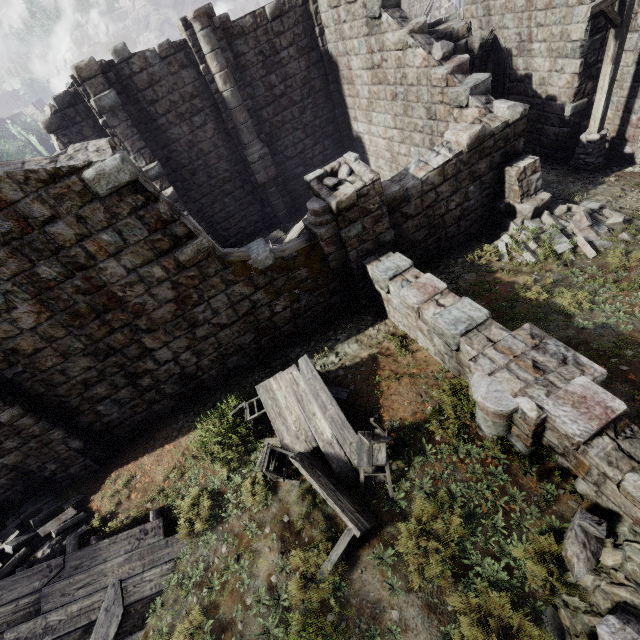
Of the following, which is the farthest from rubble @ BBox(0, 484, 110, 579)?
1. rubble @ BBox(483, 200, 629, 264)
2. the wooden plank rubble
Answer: rubble @ BBox(483, 200, 629, 264)

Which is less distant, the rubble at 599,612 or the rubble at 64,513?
the rubble at 599,612

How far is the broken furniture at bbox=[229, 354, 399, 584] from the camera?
5.32m

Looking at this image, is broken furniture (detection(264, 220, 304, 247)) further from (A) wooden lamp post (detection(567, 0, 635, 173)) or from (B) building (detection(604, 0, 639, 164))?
(A) wooden lamp post (detection(567, 0, 635, 173))

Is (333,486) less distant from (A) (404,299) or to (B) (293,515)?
(B) (293,515)

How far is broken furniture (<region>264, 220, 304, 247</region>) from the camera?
13.54m

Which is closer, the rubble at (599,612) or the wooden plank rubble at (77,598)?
the rubble at (599,612)

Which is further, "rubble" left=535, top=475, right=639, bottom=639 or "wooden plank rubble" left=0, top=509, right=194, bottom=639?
"wooden plank rubble" left=0, top=509, right=194, bottom=639
